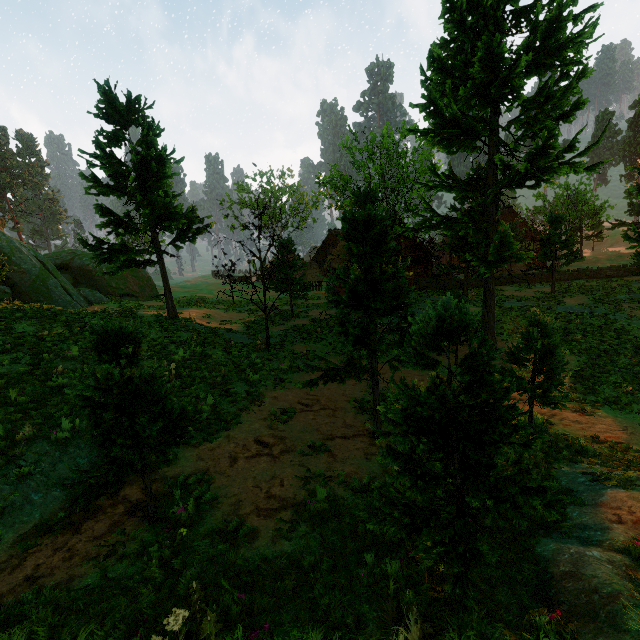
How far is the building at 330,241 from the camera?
33.59m

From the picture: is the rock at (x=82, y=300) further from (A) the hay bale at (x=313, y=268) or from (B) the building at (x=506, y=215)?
(A) the hay bale at (x=313, y=268)

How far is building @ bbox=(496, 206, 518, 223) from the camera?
40.2 meters

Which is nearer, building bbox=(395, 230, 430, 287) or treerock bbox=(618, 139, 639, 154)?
building bbox=(395, 230, 430, 287)

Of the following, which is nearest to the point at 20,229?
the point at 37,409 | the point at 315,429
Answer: the point at 37,409

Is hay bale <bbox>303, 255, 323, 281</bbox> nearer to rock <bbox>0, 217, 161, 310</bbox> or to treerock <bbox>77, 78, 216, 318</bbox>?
treerock <bbox>77, 78, 216, 318</bbox>

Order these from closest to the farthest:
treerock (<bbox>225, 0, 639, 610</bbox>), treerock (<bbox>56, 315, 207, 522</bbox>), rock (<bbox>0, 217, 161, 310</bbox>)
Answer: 1. treerock (<bbox>225, 0, 639, 610</bbox>)
2. treerock (<bbox>56, 315, 207, 522</bbox>)
3. rock (<bbox>0, 217, 161, 310</bbox>)

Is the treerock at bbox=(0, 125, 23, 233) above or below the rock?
above
